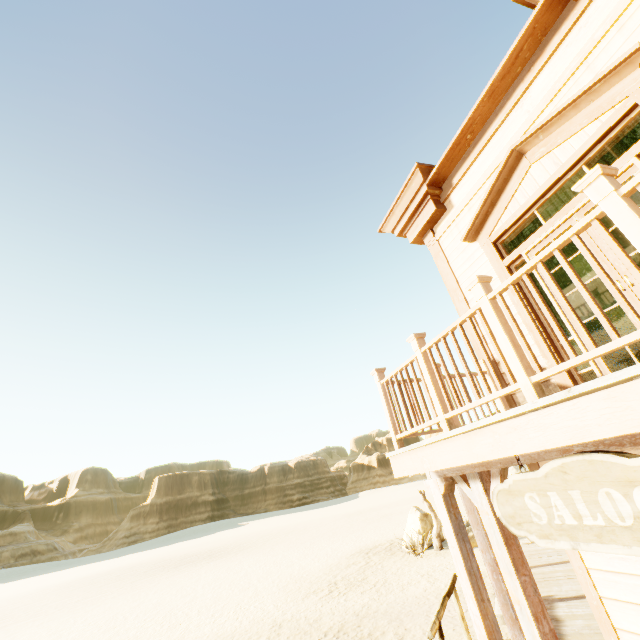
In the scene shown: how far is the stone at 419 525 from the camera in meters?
14.9 m

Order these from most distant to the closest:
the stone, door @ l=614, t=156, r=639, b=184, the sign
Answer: the stone → door @ l=614, t=156, r=639, b=184 → the sign

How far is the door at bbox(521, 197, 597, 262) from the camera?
3.7 meters

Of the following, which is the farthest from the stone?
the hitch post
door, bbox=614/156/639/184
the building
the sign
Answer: the sign

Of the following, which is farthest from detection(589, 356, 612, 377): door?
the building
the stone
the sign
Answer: the stone

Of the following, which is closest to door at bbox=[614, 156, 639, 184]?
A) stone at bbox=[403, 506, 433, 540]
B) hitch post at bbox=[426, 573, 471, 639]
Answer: hitch post at bbox=[426, 573, 471, 639]

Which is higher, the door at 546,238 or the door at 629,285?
the door at 546,238

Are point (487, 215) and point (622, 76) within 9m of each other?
yes
